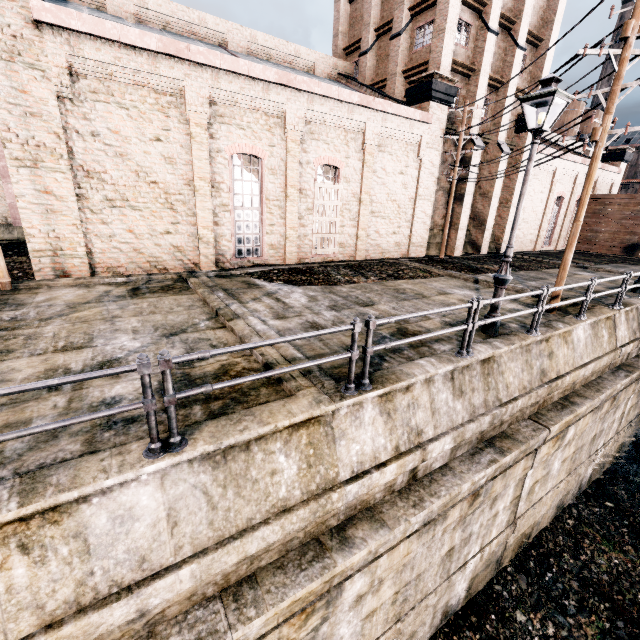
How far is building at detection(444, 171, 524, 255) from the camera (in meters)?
22.36

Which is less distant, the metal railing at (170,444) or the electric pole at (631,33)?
the metal railing at (170,444)

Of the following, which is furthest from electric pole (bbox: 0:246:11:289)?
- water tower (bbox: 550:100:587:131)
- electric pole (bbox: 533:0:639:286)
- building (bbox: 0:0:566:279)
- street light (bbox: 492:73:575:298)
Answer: water tower (bbox: 550:100:587:131)

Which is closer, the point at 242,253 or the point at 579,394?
the point at 579,394

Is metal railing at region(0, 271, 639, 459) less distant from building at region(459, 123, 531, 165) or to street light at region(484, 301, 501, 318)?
street light at region(484, 301, 501, 318)

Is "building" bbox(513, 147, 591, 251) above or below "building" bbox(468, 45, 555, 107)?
below

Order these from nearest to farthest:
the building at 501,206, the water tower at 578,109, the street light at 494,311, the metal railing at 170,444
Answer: the metal railing at 170,444 < the street light at 494,311 < the building at 501,206 < the water tower at 578,109

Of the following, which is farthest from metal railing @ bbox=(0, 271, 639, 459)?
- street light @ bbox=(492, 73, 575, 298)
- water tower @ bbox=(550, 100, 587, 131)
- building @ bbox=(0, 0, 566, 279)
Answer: water tower @ bbox=(550, 100, 587, 131)
